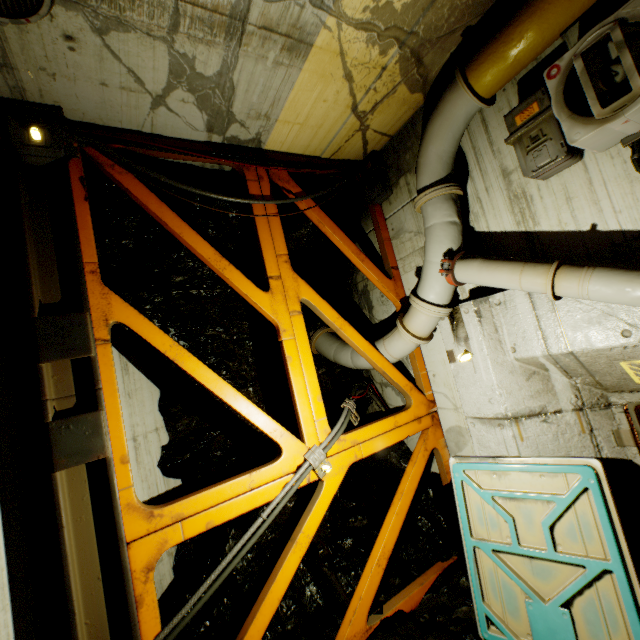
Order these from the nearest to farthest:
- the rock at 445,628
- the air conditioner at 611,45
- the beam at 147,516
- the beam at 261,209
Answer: the air conditioner at 611,45, the beam at 147,516, the rock at 445,628, the beam at 261,209

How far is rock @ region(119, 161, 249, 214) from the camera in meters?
4.3

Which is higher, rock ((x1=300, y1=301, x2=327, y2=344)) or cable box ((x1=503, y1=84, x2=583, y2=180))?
cable box ((x1=503, y1=84, x2=583, y2=180))

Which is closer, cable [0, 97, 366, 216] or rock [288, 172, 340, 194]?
cable [0, 97, 366, 216]

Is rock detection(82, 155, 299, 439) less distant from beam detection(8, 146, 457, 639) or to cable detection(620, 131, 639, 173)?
beam detection(8, 146, 457, 639)

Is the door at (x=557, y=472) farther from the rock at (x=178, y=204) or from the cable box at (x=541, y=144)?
the cable box at (x=541, y=144)

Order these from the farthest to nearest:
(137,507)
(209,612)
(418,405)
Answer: (418,405) < (209,612) < (137,507)
